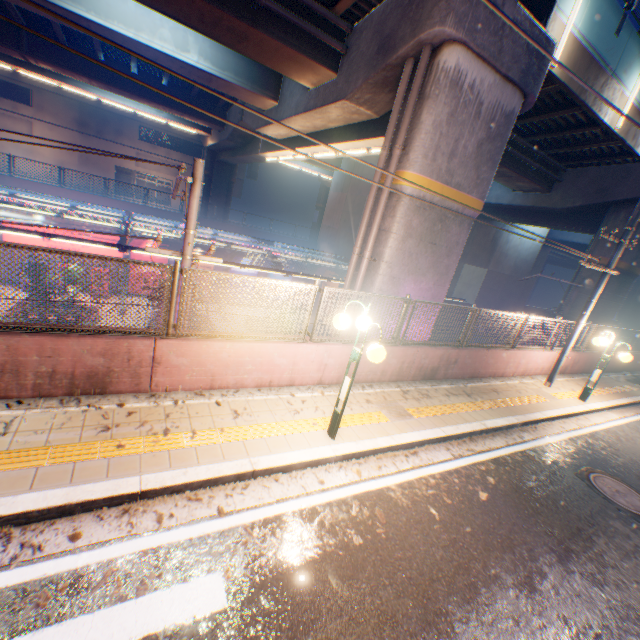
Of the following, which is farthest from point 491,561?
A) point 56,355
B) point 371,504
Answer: point 56,355

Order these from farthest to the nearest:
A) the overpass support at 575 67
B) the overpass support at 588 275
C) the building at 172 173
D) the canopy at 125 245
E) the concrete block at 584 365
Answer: the building at 172 173 < the overpass support at 588 275 < the concrete block at 584 365 < the canopy at 125 245 < the overpass support at 575 67

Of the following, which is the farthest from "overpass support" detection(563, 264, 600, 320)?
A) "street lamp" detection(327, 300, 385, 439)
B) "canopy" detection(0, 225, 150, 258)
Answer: "canopy" detection(0, 225, 150, 258)

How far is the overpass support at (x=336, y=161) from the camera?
15.30m

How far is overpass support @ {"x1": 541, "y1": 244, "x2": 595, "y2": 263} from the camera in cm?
1611

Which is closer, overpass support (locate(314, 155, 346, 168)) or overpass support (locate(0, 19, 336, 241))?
overpass support (locate(314, 155, 346, 168))

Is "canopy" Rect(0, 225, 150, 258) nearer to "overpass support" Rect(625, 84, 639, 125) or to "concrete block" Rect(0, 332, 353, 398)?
"overpass support" Rect(625, 84, 639, 125)

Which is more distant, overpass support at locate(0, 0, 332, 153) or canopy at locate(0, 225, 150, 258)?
overpass support at locate(0, 0, 332, 153)
